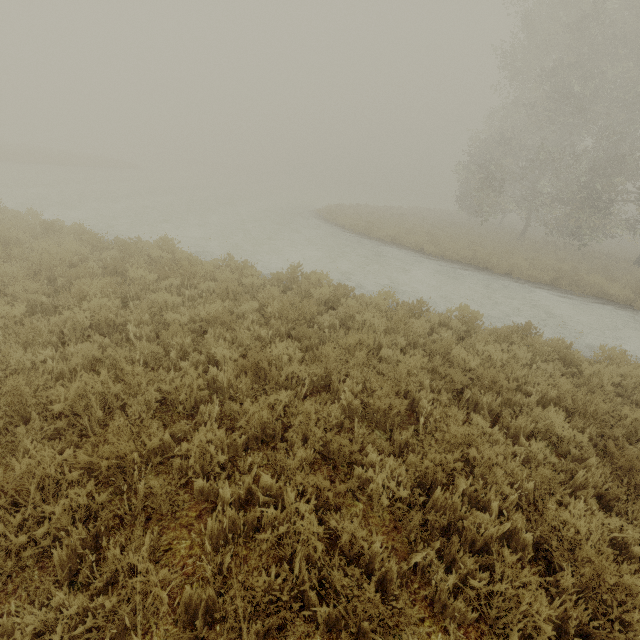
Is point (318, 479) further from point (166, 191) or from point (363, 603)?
point (166, 191)
